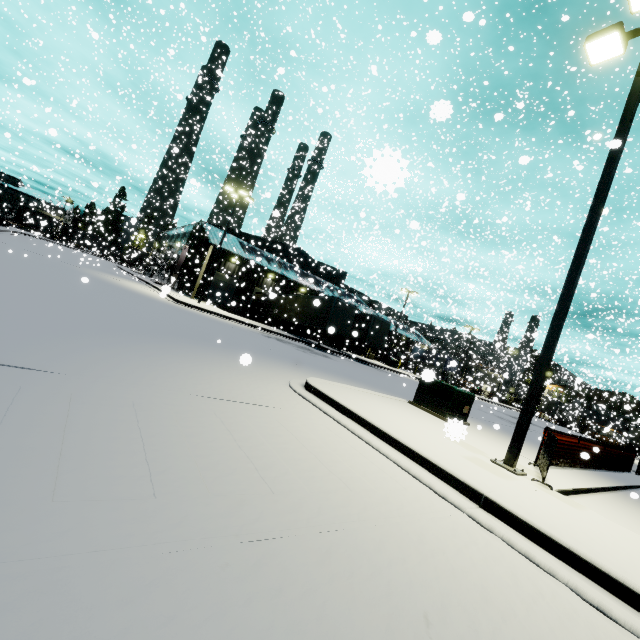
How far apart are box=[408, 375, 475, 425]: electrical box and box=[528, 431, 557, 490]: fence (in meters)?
2.45

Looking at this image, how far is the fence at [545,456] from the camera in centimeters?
605cm

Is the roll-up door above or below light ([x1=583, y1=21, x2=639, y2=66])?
below

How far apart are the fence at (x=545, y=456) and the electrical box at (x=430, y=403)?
2.5m

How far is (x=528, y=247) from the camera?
28.3 meters

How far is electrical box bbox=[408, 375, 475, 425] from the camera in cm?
1005

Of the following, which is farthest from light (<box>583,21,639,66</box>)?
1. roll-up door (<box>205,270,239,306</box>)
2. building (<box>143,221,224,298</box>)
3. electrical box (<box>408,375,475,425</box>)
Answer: roll-up door (<box>205,270,239,306</box>)

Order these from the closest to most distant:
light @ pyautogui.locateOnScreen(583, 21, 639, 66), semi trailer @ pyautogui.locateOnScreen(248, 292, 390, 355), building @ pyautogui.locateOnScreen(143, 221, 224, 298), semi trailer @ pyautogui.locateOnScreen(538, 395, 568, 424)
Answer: light @ pyautogui.locateOnScreen(583, 21, 639, 66) < semi trailer @ pyautogui.locateOnScreen(248, 292, 390, 355) < building @ pyautogui.locateOnScreen(143, 221, 224, 298) < semi trailer @ pyautogui.locateOnScreen(538, 395, 568, 424)
